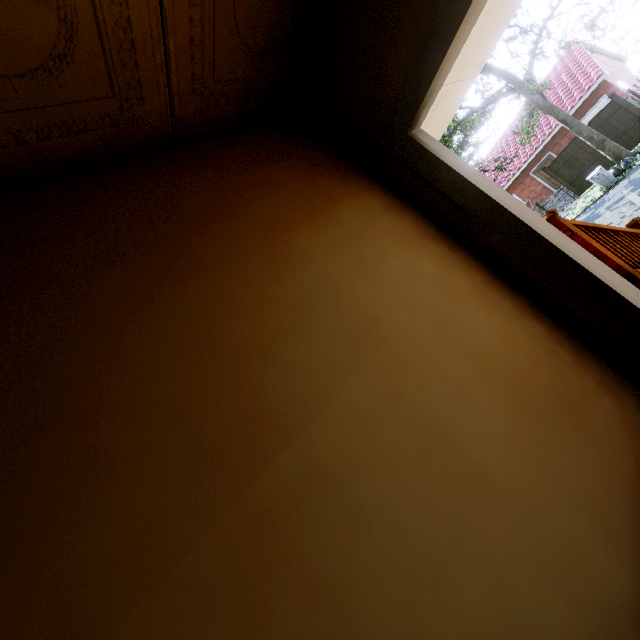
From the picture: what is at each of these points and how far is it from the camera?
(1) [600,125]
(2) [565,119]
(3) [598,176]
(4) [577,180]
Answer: (1) fence, 15.7 meters
(2) tree, 14.6 meters
(3) trash can, 13.8 meters
(4) fence, 17.4 meters

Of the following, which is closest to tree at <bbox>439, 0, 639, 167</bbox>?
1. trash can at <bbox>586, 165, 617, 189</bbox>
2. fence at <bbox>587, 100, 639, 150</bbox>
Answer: trash can at <bbox>586, 165, 617, 189</bbox>

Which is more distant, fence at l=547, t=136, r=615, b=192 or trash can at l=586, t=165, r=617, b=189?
fence at l=547, t=136, r=615, b=192

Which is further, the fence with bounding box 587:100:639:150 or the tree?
the fence with bounding box 587:100:639:150

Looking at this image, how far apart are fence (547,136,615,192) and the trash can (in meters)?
3.40

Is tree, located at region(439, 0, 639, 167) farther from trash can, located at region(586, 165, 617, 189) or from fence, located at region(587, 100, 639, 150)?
fence, located at region(587, 100, 639, 150)

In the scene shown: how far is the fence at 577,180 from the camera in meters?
16.4

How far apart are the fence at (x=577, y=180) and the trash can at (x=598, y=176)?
3.40m
